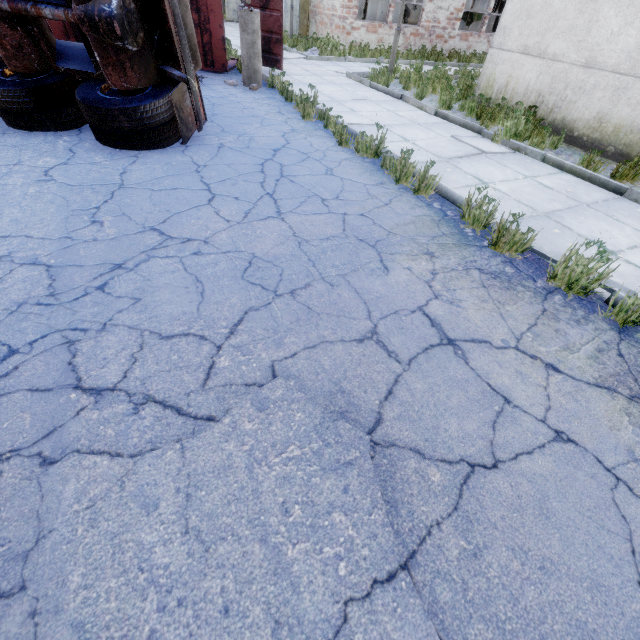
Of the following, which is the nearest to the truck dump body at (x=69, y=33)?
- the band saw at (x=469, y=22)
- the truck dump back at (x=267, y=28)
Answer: the truck dump back at (x=267, y=28)

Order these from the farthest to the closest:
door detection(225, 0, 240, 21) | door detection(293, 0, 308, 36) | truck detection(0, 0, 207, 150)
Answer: door detection(225, 0, 240, 21) → door detection(293, 0, 308, 36) → truck detection(0, 0, 207, 150)

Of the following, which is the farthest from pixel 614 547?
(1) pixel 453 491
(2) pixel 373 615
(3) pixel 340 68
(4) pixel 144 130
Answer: (3) pixel 340 68

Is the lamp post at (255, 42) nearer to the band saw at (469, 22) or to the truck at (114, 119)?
the truck at (114, 119)

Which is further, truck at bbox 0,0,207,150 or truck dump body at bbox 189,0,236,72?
truck dump body at bbox 189,0,236,72

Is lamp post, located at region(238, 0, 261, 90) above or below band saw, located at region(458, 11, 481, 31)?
below

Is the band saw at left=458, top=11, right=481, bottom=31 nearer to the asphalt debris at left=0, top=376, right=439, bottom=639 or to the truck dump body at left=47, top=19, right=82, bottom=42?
the truck dump body at left=47, top=19, right=82, bottom=42

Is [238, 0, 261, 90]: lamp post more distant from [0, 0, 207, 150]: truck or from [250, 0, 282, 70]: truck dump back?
[0, 0, 207, 150]: truck
